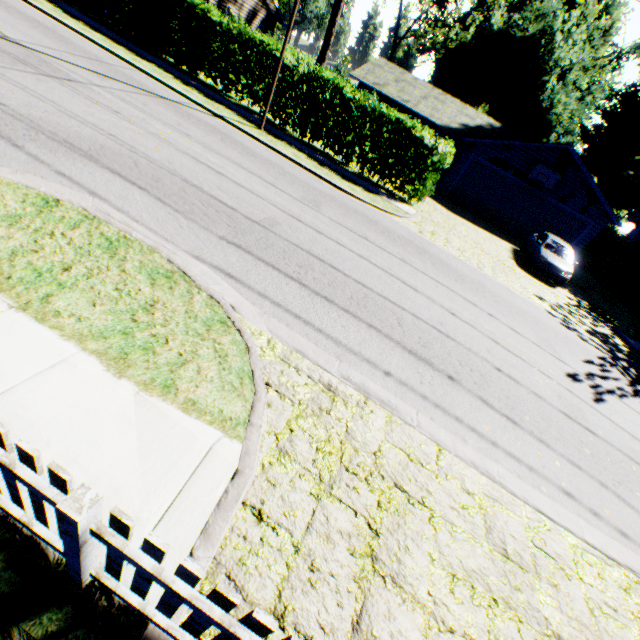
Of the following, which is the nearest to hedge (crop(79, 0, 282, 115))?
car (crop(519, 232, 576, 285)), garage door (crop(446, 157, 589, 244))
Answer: car (crop(519, 232, 576, 285))

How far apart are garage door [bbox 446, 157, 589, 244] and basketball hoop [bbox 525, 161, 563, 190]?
0.5m

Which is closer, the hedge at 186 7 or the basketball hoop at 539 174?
the hedge at 186 7

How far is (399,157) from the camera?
14.2 meters

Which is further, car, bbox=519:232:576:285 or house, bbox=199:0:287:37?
house, bbox=199:0:287:37

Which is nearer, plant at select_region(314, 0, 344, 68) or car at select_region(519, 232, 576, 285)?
car at select_region(519, 232, 576, 285)

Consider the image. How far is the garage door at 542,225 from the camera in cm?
2116

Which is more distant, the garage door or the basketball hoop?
the garage door
